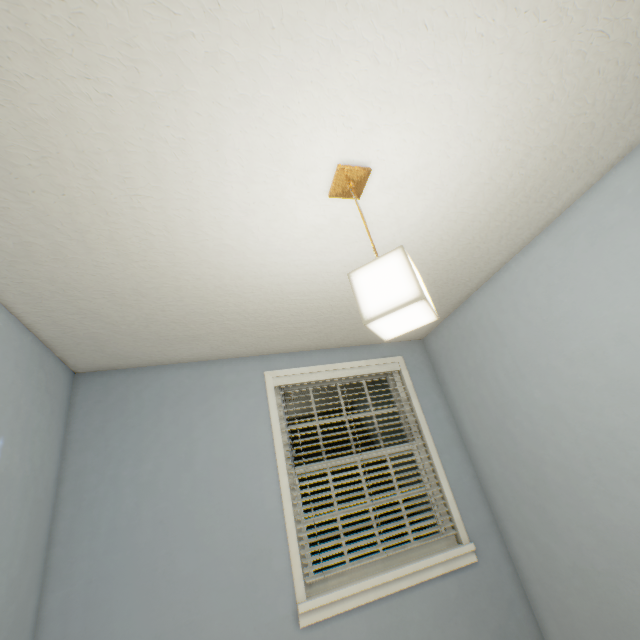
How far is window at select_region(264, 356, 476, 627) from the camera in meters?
2.0 m

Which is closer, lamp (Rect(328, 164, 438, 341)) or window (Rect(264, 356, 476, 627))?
lamp (Rect(328, 164, 438, 341))

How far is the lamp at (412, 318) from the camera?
1.0m

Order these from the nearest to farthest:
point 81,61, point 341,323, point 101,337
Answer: point 81,61 → point 101,337 → point 341,323

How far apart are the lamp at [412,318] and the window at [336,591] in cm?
157

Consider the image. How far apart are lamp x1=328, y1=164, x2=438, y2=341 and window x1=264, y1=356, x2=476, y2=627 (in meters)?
1.57

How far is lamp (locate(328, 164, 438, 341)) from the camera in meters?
1.0 m

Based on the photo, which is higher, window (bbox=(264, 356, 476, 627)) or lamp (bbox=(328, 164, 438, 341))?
lamp (bbox=(328, 164, 438, 341))
